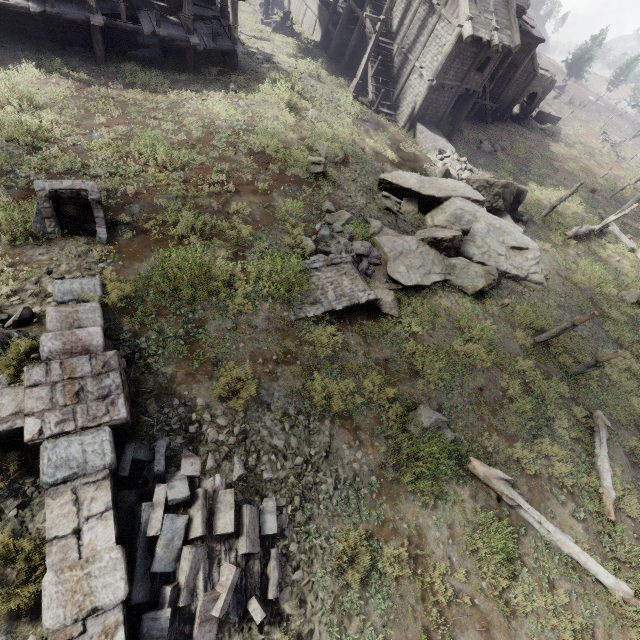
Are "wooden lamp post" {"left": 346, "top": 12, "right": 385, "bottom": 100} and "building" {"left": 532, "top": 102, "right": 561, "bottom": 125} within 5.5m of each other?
no

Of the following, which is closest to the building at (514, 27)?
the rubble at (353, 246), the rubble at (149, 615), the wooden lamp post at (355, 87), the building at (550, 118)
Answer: the wooden lamp post at (355, 87)

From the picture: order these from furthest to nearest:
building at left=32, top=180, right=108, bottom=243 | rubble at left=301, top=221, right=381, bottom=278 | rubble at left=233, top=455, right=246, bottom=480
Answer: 1. rubble at left=301, top=221, right=381, bottom=278
2. building at left=32, top=180, right=108, bottom=243
3. rubble at left=233, top=455, right=246, bottom=480

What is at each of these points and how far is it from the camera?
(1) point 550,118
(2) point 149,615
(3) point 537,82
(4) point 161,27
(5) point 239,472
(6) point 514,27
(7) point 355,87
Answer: (1) building, 42.8 meters
(2) rubble, 4.4 meters
(3) stone arch, 35.1 meters
(4) building, 16.0 meters
(5) rubble, 6.1 meters
(6) building, 21.2 meters
(7) wooden lamp post, 23.1 meters

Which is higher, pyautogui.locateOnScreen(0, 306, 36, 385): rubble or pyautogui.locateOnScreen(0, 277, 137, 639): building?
pyautogui.locateOnScreen(0, 277, 137, 639): building

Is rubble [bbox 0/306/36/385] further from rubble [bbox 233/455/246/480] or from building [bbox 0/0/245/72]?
building [bbox 0/0/245/72]

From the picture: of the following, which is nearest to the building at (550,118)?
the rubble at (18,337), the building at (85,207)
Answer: the building at (85,207)

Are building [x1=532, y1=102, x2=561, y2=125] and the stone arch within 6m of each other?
yes
